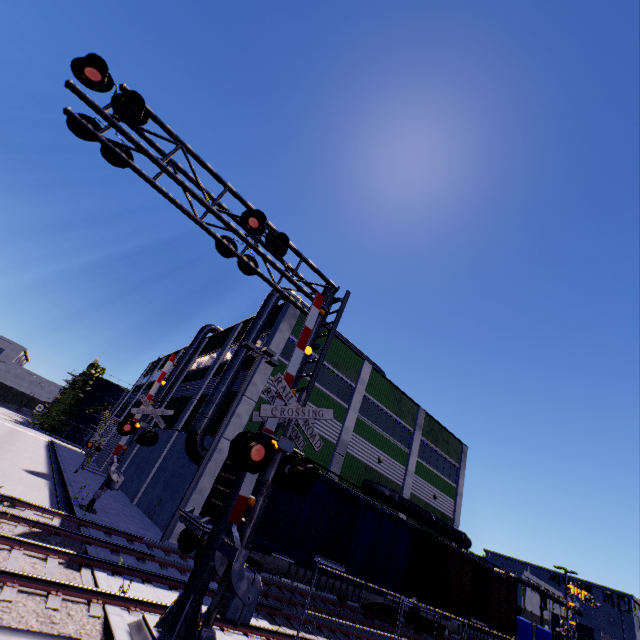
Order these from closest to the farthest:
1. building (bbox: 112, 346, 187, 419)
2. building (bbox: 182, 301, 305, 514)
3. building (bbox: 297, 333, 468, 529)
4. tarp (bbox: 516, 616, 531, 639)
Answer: building (bbox: 182, 301, 305, 514), building (bbox: 297, 333, 468, 529), tarp (bbox: 516, 616, 531, 639), building (bbox: 112, 346, 187, 419)

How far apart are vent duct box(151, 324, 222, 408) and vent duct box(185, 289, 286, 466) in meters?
12.3 m

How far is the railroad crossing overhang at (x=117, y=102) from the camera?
6.6m

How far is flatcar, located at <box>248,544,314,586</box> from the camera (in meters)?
12.59

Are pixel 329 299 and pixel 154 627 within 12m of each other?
yes

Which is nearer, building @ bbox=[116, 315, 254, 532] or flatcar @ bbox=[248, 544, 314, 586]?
flatcar @ bbox=[248, 544, 314, 586]

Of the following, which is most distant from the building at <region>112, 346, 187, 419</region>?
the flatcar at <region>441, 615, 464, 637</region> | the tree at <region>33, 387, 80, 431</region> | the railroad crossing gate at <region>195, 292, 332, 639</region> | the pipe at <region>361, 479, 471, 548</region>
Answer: the tree at <region>33, 387, 80, 431</region>

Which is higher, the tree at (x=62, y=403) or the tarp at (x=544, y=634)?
the tree at (x=62, y=403)
